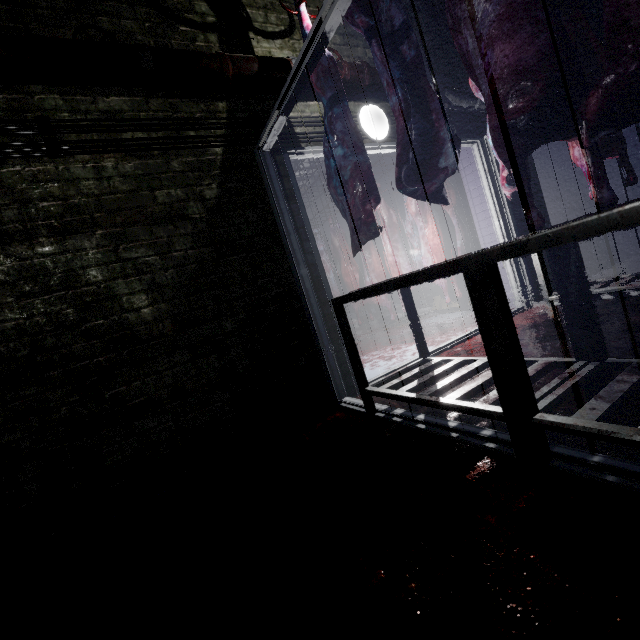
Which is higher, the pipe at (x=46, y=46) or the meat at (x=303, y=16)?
the meat at (x=303, y=16)

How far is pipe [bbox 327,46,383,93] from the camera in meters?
2.5 m

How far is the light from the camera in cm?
278

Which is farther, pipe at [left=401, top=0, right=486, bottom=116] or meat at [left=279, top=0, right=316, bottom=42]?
pipe at [left=401, top=0, right=486, bottom=116]

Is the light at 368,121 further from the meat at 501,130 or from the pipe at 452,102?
the meat at 501,130

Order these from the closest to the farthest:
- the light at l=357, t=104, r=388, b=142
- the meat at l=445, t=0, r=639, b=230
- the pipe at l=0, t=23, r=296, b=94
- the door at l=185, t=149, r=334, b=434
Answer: the meat at l=445, t=0, r=639, b=230 → the pipe at l=0, t=23, r=296, b=94 → the door at l=185, t=149, r=334, b=434 → the light at l=357, t=104, r=388, b=142

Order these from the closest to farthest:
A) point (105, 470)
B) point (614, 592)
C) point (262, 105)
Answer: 1. point (614, 592)
2. point (105, 470)
3. point (262, 105)

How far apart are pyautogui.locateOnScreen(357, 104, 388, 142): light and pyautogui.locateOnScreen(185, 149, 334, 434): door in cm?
49
